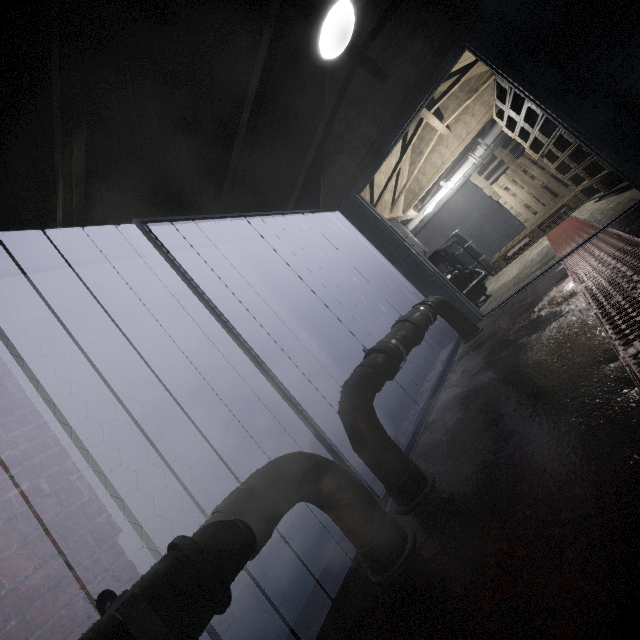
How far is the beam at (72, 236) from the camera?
1.7m

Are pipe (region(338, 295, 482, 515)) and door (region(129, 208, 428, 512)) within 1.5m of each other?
yes

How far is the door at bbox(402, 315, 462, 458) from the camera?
1.9m

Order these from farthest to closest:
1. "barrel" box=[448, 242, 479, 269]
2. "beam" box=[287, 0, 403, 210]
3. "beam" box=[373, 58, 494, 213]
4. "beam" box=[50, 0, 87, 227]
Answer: "barrel" box=[448, 242, 479, 269]
"beam" box=[373, 58, 494, 213]
"beam" box=[287, 0, 403, 210]
"beam" box=[50, 0, 87, 227]

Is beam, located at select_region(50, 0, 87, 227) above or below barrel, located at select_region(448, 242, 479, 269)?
above

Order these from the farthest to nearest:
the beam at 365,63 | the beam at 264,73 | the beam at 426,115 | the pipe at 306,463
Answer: the beam at 426,115
the beam at 365,63
the beam at 264,73
the pipe at 306,463

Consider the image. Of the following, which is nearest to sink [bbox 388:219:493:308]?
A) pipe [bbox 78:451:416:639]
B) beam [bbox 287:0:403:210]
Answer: beam [bbox 287:0:403:210]

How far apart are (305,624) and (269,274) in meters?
2.2
